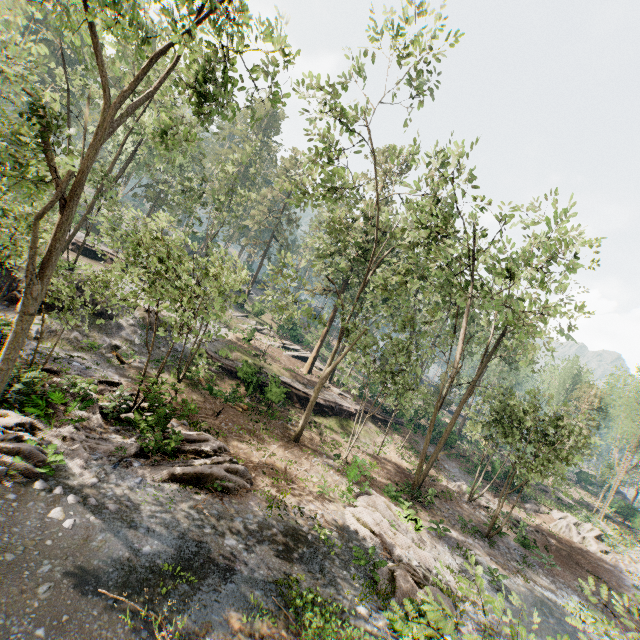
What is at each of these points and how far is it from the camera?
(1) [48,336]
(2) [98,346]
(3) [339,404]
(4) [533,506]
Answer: (1) rock, 18.55m
(2) rock, 20.09m
(3) ground embankment, 30.09m
(4) foliage, 30.27m

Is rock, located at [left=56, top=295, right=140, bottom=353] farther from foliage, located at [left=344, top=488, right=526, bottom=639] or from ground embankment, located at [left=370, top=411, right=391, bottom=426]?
ground embankment, located at [left=370, top=411, right=391, bottom=426]

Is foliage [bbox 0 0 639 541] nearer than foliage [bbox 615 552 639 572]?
Yes

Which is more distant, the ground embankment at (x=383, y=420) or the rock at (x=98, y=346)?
the ground embankment at (x=383, y=420)

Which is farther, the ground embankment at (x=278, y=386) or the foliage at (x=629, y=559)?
the foliage at (x=629, y=559)

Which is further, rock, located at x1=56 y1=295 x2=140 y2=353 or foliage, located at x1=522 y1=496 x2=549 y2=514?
foliage, located at x1=522 y1=496 x2=549 y2=514

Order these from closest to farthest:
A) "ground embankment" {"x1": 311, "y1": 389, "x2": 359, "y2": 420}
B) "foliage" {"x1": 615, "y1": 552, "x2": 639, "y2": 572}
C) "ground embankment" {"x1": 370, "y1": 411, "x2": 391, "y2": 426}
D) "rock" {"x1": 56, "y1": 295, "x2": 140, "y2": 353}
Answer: "rock" {"x1": 56, "y1": 295, "x2": 140, "y2": 353} → "foliage" {"x1": 615, "y1": 552, "x2": 639, "y2": 572} → "ground embankment" {"x1": 311, "y1": 389, "x2": 359, "y2": 420} → "ground embankment" {"x1": 370, "y1": 411, "x2": 391, "y2": 426}
